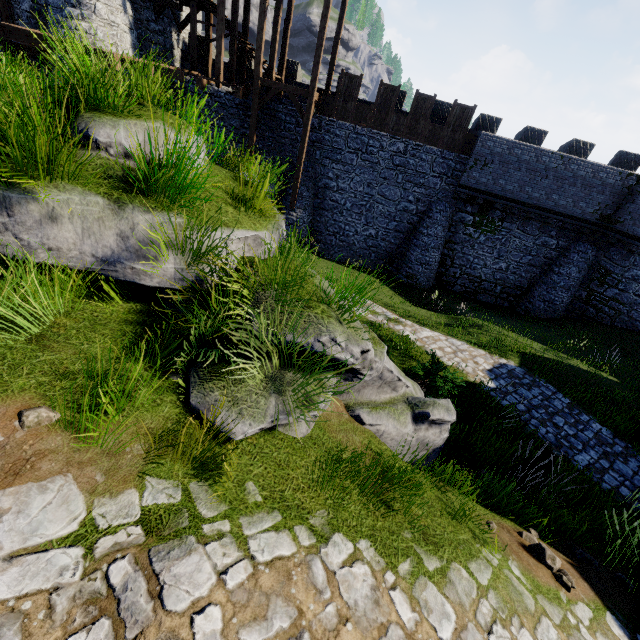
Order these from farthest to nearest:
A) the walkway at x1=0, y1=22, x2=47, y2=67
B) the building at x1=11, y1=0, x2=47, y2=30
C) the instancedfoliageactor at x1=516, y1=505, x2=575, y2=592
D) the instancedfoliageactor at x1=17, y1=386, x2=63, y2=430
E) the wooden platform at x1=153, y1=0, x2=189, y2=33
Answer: the wooden platform at x1=153, y1=0, x2=189, y2=33, the building at x1=11, y1=0, x2=47, y2=30, the walkway at x1=0, y1=22, x2=47, y2=67, the instancedfoliageactor at x1=516, y1=505, x2=575, y2=592, the instancedfoliageactor at x1=17, y1=386, x2=63, y2=430

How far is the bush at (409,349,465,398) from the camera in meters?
8.2

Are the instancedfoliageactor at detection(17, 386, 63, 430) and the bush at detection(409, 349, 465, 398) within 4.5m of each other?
no

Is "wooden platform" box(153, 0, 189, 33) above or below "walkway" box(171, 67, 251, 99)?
above

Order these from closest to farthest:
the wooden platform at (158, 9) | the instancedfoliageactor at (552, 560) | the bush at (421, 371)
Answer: the instancedfoliageactor at (552, 560), the bush at (421, 371), the wooden platform at (158, 9)

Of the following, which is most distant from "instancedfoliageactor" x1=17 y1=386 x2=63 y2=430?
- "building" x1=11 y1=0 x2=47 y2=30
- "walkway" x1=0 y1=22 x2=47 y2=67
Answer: "building" x1=11 y1=0 x2=47 y2=30

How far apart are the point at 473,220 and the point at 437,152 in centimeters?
448cm

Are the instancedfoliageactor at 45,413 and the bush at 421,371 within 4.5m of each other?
no
